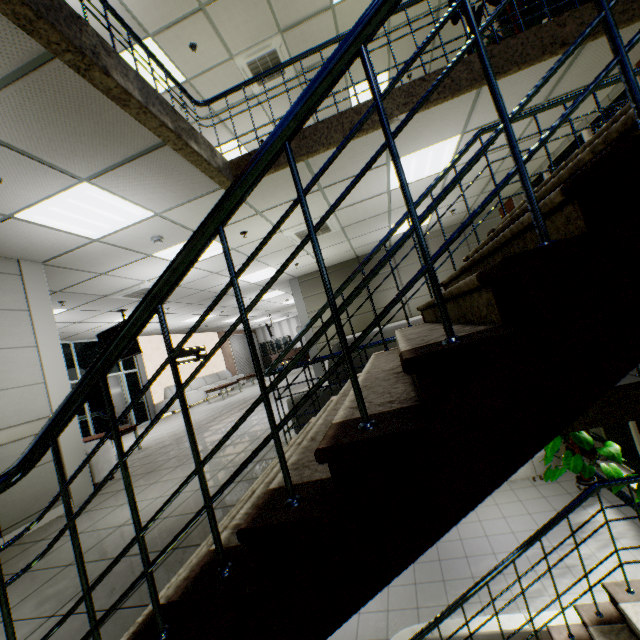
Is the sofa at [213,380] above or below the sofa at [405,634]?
above

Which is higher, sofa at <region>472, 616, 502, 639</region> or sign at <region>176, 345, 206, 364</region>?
sign at <region>176, 345, 206, 364</region>

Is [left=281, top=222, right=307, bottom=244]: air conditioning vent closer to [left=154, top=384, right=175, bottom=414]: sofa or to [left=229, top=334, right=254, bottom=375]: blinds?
[left=154, top=384, right=175, bottom=414]: sofa

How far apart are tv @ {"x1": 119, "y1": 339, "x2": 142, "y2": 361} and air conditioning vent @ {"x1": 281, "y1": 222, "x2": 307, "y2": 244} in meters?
4.3

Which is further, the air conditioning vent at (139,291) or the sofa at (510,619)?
the air conditioning vent at (139,291)

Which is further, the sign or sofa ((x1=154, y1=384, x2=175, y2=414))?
the sign

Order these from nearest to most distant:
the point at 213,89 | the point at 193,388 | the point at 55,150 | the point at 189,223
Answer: the point at 55,150 < the point at 189,223 < the point at 213,89 < the point at 193,388

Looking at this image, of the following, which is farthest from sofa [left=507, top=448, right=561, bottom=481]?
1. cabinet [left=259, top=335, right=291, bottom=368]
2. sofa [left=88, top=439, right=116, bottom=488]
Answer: cabinet [left=259, top=335, right=291, bottom=368]
